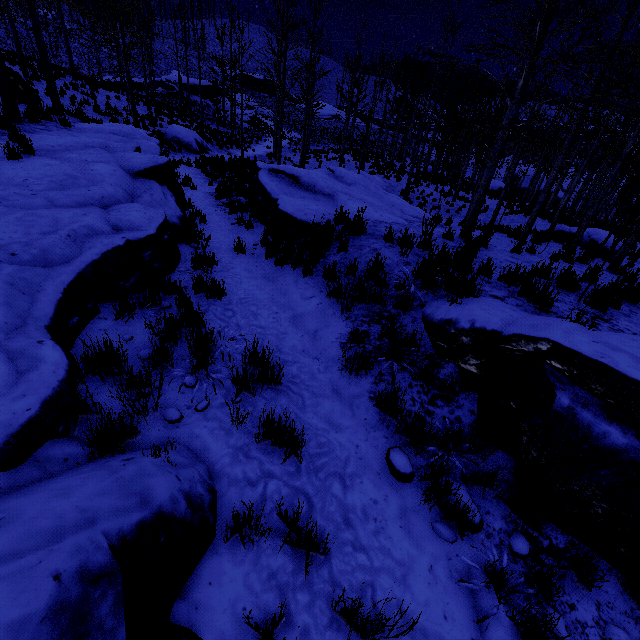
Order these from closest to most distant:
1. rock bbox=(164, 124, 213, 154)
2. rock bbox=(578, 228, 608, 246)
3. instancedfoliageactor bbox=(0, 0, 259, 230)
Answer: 1. instancedfoliageactor bbox=(0, 0, 259, 230)
2. rock bbox=(578, 228, 608, 246)
3. rock bbox=(164, 124, 213, 154)

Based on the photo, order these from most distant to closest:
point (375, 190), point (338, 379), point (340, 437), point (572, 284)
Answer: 1. point (375, 190)
2. point (572, 284)
3. point (338, 379)
4. point (340, 437)

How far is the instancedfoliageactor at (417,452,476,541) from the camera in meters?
3.0

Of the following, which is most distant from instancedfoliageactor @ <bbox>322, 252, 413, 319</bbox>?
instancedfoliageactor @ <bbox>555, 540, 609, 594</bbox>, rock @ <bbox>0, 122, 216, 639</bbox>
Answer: instancedfoliageactor @ <bbox>555, 540, 609, 594</bbox>

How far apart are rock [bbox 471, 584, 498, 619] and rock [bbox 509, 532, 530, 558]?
0.45m

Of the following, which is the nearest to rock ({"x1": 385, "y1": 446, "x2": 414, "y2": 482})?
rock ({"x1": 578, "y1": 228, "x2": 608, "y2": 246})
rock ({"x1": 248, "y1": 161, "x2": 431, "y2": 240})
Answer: rock ({"x1": 248, "y1": 161, "x2": 431, "y2": 240})

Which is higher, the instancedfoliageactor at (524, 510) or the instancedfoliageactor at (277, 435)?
the instancedfoliageactor at (277, 435)

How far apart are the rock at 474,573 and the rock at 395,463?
0.9m
